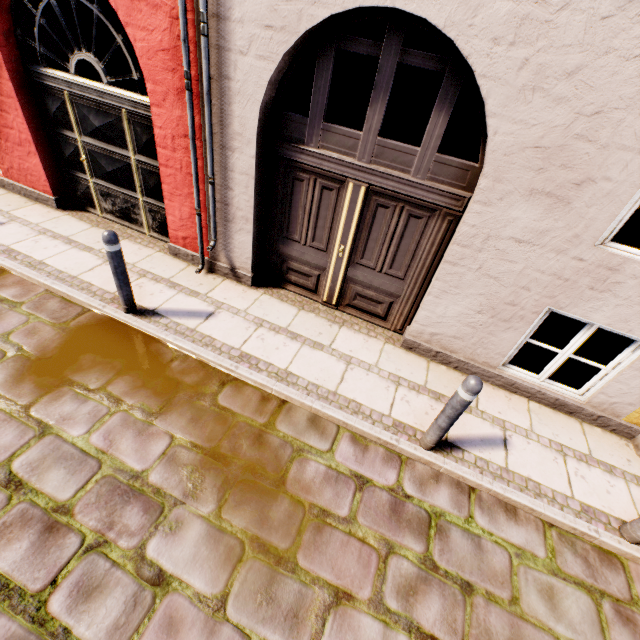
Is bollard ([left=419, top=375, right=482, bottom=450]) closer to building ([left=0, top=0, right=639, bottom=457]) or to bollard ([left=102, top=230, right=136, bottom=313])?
building ([left=0, top=0, right=639, bottom=457])

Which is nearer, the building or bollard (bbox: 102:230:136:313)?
the building

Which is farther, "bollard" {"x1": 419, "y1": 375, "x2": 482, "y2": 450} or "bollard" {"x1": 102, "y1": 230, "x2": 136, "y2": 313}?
"bollard" {"x1": 102, "y1": 230, "x2": 136, "y2": 313}

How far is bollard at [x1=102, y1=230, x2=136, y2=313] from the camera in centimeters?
349cm

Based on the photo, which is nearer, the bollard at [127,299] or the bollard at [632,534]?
the bollard at [632,534]

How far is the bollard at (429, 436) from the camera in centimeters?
274cm

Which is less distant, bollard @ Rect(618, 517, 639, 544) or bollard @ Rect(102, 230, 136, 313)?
bollard @ Rect(618, 517, 639, 544)

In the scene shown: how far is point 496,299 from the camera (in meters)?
3.71
